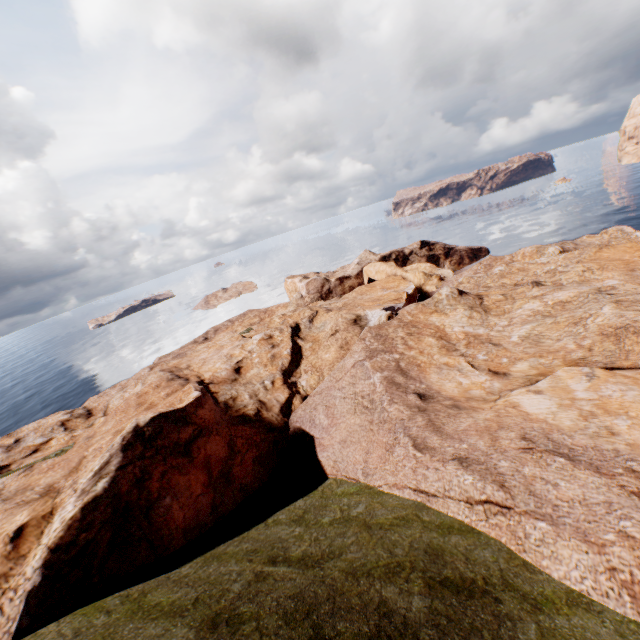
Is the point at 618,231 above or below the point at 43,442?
below
